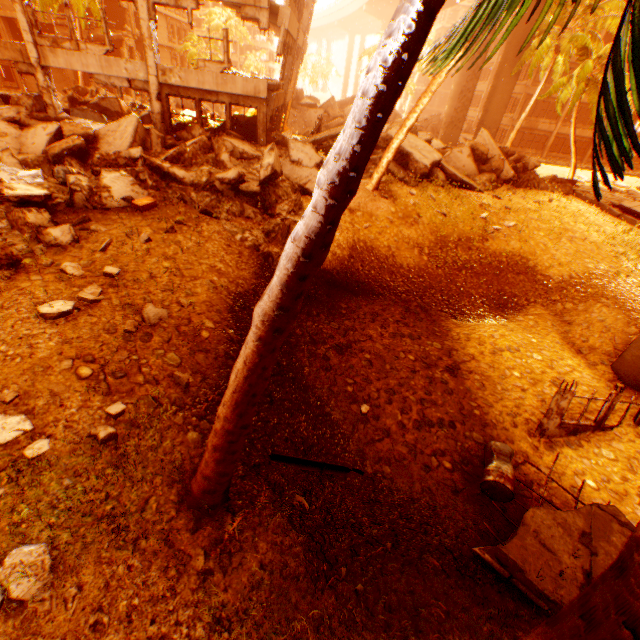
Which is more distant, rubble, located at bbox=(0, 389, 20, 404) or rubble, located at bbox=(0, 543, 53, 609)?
rubble, located at bbox=(0, 389, 20, 404)

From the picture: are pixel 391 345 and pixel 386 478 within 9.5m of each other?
yes

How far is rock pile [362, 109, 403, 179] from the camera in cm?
1476

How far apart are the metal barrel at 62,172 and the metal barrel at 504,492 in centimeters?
1367cm

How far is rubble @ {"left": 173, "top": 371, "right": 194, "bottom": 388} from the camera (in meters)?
5.74

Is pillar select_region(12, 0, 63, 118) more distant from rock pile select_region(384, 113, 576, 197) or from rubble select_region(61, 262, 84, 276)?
rubble select_region(61, 262, 84, 276)

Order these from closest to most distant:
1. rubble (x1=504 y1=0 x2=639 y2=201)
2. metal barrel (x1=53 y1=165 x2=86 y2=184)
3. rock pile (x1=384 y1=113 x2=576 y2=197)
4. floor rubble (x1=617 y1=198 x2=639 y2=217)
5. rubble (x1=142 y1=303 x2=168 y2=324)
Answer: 1. rubble (x1=504 y1=0 x2=639 y2=201)
2. rubble (x1=142 y1=303 x2=168 y2=324)
3. metal barrel (x1=53 y1=165 x2=86 y2=184)
4. rock pile (x1=384 y1=113 x2=576 y2=197)
5. floor rubble (x1=617 y1=198 x2=639 y2=217)

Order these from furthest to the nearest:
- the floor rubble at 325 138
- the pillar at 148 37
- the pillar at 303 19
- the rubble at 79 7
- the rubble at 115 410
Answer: the rubble at 79 7 < the pillar at 303 19 < the floor rubble at 325 138 < the pillar at 148 37 < the rubble at 115 410
